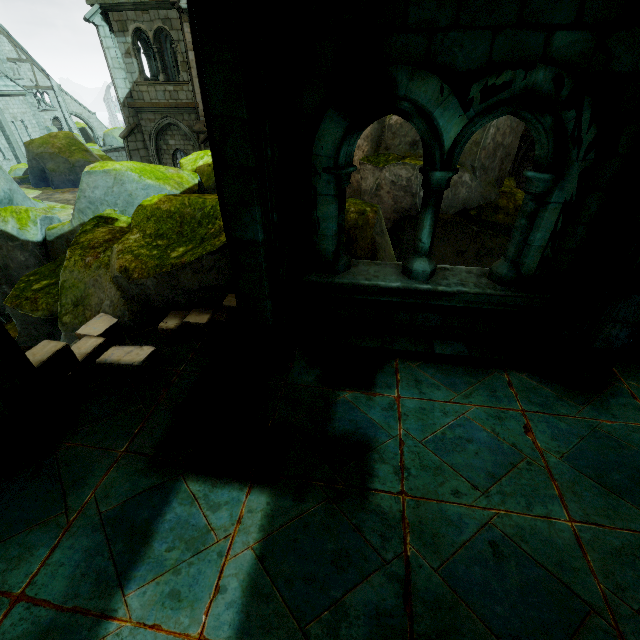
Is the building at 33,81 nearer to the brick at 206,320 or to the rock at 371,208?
the rock at 371,208

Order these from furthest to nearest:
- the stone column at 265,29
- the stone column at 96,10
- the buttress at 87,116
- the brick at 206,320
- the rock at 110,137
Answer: the rock at 110,137, the buttress at 87,116, the stone column at 96,10, the brick at 206,320, the stone column at 265,29

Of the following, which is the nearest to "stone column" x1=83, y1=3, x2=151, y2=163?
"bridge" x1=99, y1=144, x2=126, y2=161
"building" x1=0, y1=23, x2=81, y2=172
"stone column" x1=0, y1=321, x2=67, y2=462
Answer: "building" x1=0, y1=23, x2=81, y2=172

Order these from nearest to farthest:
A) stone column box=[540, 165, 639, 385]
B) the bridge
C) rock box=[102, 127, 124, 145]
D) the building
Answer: stone column box=[540, 165, 639, 385] → the building → the bridge → rock box=[102, 127, 124, 145]

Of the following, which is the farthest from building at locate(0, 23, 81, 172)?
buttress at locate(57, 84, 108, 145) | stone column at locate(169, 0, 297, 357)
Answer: stone column at locate(169, 0, 297, 357)

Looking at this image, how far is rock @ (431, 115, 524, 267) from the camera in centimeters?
869cm

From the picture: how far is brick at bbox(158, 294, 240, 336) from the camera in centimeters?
444cm

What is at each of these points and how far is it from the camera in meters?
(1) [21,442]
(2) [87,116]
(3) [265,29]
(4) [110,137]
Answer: (1) stone column, 3.0
(2) buttress, 42.9
(3) stone column, 2.6
(4) rock, 41.0
